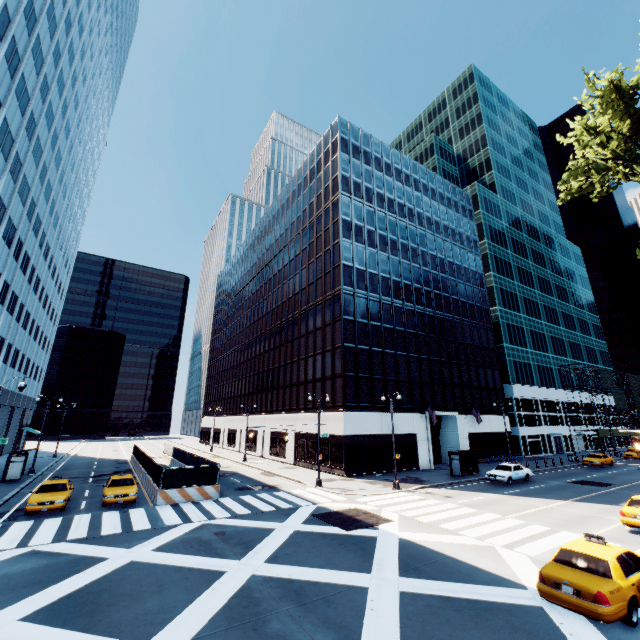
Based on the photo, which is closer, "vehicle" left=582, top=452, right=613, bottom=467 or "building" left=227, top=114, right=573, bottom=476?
"building" left=227, top=114, right=573, bottom=476

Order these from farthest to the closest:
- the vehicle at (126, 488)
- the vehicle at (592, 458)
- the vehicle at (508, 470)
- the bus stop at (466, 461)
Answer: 1. the vehicle at (592, 458)
2. the bus stop at (466, 461)
3. the vehicle at (508, 470)
4. the vehicle at (126, 488)

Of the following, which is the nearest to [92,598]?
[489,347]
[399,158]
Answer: [489,347]

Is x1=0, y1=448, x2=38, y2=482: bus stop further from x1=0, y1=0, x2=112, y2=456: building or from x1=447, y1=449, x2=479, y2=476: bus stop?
x1=447, y1=449, x2=479, y2=476: bus stop

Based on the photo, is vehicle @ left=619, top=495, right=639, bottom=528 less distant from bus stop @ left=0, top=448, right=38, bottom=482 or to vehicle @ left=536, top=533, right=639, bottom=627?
vehicle @ left=536, top=533, right=639, bottom=627

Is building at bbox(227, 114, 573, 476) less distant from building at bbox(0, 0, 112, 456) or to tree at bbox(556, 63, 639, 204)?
tree at bbox(556, 63, 639, 204)

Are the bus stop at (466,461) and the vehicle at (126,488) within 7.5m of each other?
no

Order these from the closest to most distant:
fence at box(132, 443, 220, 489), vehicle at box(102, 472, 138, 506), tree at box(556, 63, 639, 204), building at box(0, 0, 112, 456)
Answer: tree at box(556, 63, 639, 204), vehicle at box(102, 472, 138, 506), fence at box(132, 443, 220, 489), building at box(0, 0, 112, 456)
